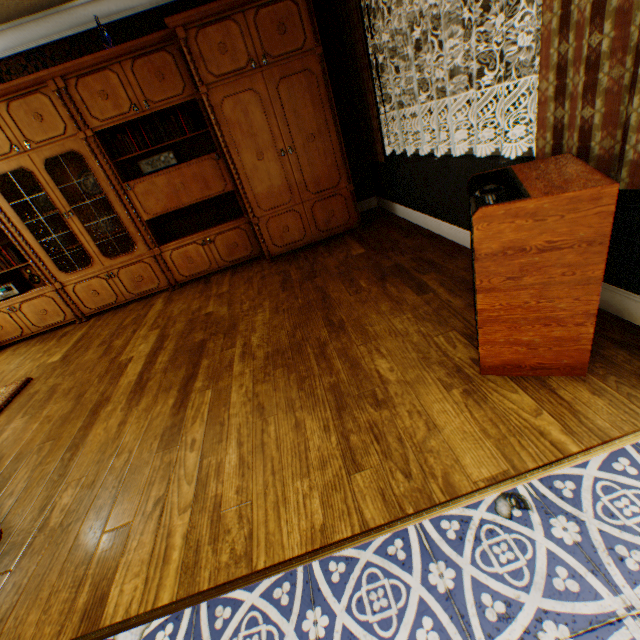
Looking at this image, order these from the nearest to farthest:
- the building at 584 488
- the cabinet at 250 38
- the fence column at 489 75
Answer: the building at 584 488 → the cabinet at 250 38 → the fence column at 489 75

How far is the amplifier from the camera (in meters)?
3.81

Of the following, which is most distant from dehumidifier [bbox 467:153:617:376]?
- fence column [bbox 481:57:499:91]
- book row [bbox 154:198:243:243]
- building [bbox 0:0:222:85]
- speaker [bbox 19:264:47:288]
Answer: fence column [bbox 481:57:499:91]

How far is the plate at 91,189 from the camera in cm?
407

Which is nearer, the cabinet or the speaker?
the cabinet

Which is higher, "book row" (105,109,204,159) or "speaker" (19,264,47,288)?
"book row" (105,109,204,159)

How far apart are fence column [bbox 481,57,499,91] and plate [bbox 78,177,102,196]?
28.99m

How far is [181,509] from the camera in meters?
1.6
